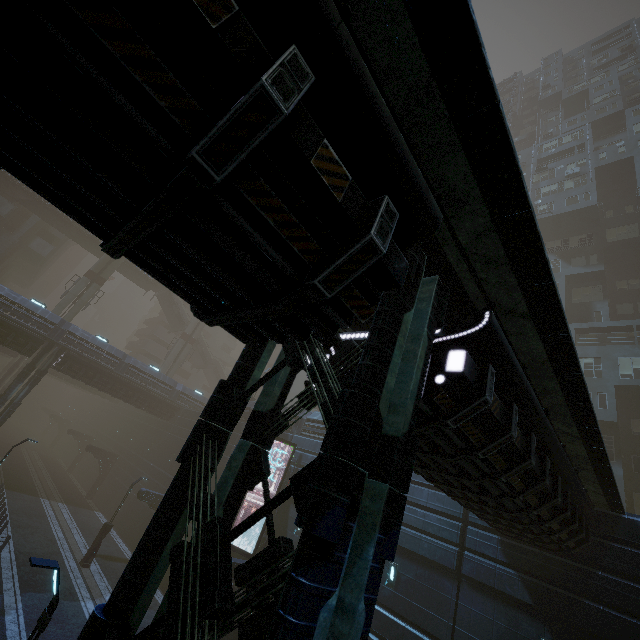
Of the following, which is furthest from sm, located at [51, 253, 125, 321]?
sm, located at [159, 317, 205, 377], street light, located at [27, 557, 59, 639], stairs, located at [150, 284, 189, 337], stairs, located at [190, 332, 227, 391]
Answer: street light, located at [27, 557, 59, 639]

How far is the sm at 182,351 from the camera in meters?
45.2 m

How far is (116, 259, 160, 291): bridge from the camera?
45.1m

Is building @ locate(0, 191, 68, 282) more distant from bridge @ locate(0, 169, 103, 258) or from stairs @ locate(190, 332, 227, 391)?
bridge @ locate(0, 169, 103, 258)

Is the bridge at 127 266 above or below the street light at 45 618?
above

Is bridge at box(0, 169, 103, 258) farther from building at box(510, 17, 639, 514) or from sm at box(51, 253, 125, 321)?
building at box(510, 17, 639, 514)

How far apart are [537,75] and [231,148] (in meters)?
81.22

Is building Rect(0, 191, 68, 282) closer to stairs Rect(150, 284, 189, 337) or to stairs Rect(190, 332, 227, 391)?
stairs Rect(190, 332, 227, 391)
